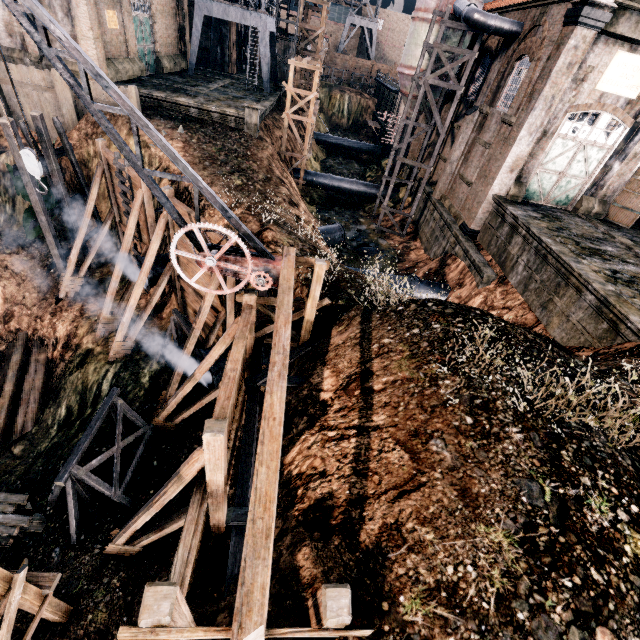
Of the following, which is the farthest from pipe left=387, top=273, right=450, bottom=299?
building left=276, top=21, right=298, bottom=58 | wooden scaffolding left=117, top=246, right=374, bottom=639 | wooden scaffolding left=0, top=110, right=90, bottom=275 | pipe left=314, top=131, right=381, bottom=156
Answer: building left=276, top=21, right=298, bottom=58

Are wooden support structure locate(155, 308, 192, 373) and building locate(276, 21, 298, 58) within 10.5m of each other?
no

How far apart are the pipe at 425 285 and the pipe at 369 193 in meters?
16.6 m

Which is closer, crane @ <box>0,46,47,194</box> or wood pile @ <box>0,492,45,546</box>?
crane @ <box>0,46,47,194</box>

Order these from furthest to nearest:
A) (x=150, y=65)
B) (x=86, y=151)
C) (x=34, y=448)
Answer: (x=150, y=65)
(x=86, y=151)
(x=34, y=448)

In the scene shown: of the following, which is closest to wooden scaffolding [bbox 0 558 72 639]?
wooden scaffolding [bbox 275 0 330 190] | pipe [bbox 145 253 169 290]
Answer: pipe [bbox 145 253 169 290]

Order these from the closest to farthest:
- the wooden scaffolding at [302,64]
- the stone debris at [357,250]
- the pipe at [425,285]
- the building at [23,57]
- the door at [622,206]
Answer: the door at [622,206]
the pipe at [425,285]
the building at [23,57]
the stone debris at [357,250]
the wooden scaffolding at [302,64]

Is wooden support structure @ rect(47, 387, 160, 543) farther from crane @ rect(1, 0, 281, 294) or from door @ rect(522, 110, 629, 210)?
door @ rect(522, 110, 629, 210)
